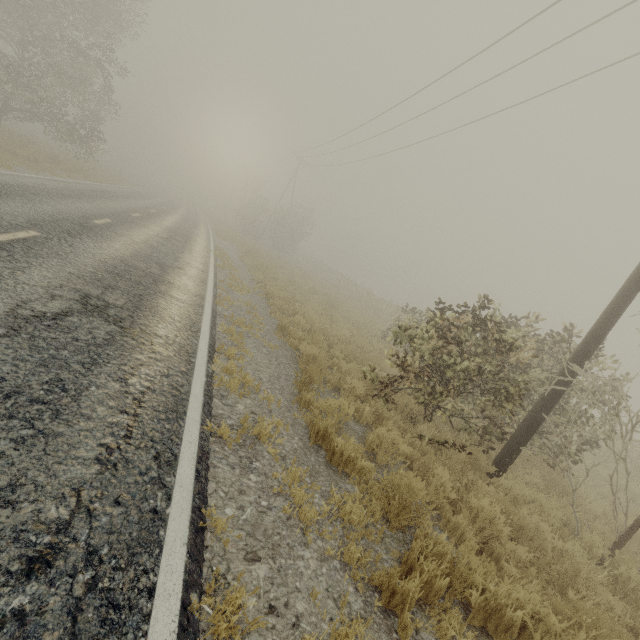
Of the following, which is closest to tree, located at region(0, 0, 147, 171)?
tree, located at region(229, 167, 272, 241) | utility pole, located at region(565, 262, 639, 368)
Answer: tree, located at region(229, 167, 272, 241)

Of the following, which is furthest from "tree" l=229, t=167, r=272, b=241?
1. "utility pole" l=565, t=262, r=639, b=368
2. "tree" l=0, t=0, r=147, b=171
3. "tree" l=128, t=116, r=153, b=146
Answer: "utility pole" l=565, t=262, r=639, b=368

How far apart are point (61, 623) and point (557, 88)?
16.45m

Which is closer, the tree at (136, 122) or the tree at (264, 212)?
the tree at (264, 212)

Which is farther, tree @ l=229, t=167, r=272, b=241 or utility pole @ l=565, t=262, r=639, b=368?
tree @ l=229, t=167, r=272, b=241

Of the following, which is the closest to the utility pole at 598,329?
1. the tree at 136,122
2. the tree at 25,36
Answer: the tree at 25,36

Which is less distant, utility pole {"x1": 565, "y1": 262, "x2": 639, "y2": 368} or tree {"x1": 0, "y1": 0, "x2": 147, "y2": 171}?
→ utility pole {"x1": 565, "y1": 262, "x2": 639, "y2": 368}

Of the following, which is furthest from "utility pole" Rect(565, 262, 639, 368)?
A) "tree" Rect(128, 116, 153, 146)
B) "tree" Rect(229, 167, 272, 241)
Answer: "tree" Rect(128, 116, 153, 146)
